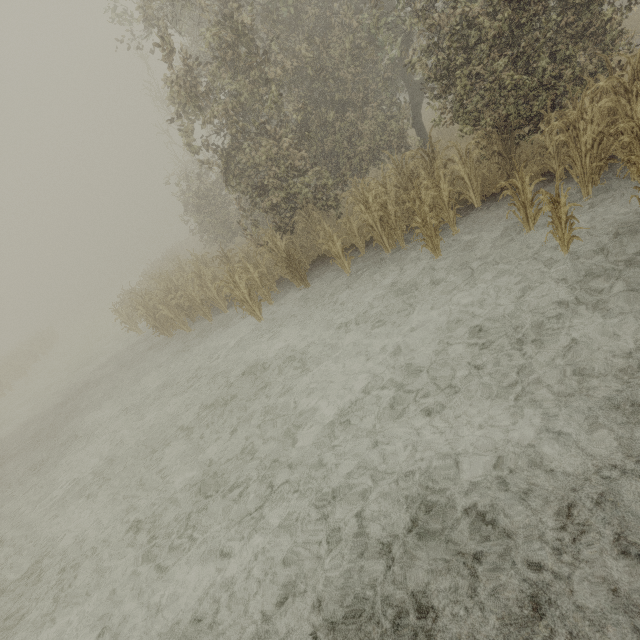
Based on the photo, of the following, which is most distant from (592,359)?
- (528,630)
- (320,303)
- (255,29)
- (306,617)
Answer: (255,29)
